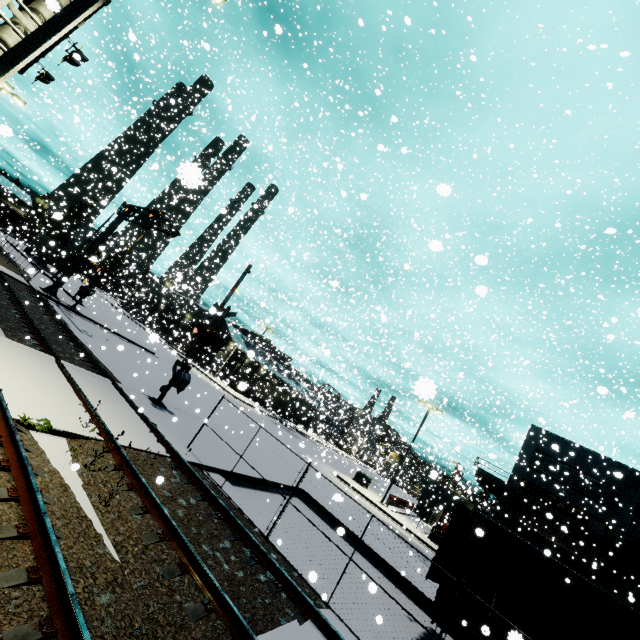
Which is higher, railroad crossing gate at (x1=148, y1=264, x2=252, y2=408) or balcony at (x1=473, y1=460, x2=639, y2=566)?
balcony at (x1=473, y1=460, x2=639, y2=566)

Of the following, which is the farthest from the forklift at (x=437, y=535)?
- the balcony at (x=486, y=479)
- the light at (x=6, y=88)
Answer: the light at (x=6, y=88)

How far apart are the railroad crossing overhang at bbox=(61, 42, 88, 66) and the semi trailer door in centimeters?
1794cm

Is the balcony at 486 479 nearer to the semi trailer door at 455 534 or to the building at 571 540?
the building at 571 540

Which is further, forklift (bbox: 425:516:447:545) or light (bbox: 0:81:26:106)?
forklift (bbox: 425:516:447:545)

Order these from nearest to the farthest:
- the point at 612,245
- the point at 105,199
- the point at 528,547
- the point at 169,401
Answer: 1. the point at 528,547
2. the point at 169,401
3. the point at 105,199
4. the point at 612,245

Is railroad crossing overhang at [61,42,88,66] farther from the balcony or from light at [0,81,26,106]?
the balcony

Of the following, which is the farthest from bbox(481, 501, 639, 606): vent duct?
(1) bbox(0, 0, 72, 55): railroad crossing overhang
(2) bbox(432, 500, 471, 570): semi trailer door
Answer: (1) bbox(0, 0, 72, 55): railroad crossing overhang
